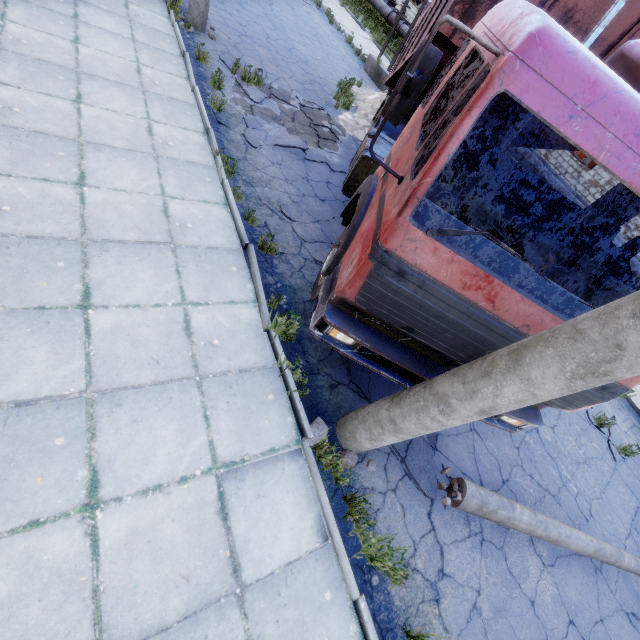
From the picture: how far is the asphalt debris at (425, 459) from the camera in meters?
4.1

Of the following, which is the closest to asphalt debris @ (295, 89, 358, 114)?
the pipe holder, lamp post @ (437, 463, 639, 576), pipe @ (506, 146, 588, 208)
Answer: the pipe holder

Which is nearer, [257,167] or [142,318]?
[142,318]

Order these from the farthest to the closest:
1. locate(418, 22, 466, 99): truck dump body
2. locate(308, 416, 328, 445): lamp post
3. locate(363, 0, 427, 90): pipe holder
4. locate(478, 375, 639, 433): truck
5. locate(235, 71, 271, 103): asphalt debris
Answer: locate(363, 0, 427, 90): pipe holder, locate(235, 71, 271, 103): asphalt debris, locate(418, 22, 466, 99): truck dump body, locate(308, 416, 328, 445): lamp post, locate(478, 375, 639, 433): truck

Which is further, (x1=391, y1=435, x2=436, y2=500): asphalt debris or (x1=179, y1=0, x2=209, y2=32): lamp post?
(x1=179, y1=0, x2=209, y2=32): lamp post

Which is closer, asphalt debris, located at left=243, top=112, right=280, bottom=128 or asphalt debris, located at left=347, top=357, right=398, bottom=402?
asphalt debris, located at left=347, top=357, right=398, bottom=402

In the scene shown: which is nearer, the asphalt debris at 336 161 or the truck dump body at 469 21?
the truck dump body at 469 21

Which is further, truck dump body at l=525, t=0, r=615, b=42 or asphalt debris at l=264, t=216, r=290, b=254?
asphalt debris at l=264, t=216, r=290, b=254
